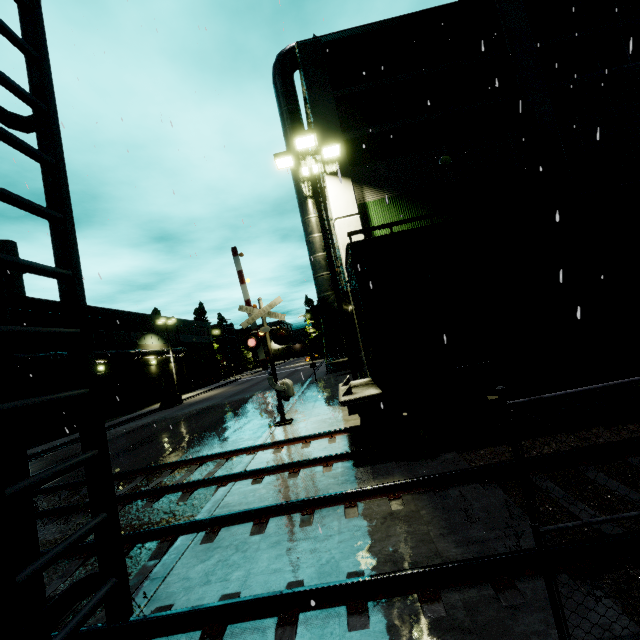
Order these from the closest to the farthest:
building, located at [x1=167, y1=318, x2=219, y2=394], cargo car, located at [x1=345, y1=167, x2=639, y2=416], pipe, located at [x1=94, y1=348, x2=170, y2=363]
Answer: cargo car, located at [x1=345, y1=167, x2=639, y2=416], pipe, located at [x1=94, y1=348, x2=170, y2=363], building, located at [x1=167, y1=318, x2=219, y2=394]

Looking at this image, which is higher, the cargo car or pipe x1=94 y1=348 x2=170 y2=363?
pipe x1=94 y1=348 x2=170 y2=363

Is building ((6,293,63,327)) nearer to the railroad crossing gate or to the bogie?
the railroad crossing gate

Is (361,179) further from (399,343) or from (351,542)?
(351,542)

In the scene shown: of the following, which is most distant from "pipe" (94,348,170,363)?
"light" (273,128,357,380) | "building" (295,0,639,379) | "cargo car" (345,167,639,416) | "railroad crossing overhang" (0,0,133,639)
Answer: "light" (273,128,357,380)

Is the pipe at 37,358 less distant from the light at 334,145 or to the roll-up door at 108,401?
the roll-up door at 108,401

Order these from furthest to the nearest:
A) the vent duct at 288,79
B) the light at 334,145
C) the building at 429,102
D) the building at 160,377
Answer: the building at 160,377 < the vent duct at 288,79 < the building at 429,102 < the light at 334,145

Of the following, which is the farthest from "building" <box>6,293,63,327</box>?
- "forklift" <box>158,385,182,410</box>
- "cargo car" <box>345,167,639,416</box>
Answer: "forklift" <box>158,385,182,410</box>
